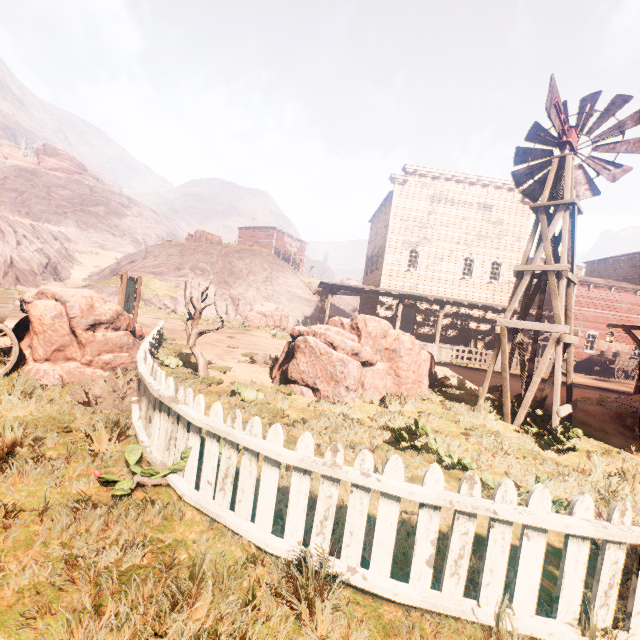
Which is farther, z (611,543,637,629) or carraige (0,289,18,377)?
carraige (0,289,18,377)

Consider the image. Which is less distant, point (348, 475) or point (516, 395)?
point (348, 475)

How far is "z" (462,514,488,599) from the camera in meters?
2.6 m

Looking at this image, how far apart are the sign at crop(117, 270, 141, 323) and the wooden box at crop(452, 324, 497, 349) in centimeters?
1881cm

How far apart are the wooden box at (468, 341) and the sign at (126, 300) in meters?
18.8 m

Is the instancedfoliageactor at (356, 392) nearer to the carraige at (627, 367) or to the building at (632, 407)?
the building at (632, 407)

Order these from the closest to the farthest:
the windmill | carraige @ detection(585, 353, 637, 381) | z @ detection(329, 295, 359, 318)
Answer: the windmill → carraige @ detection(585, 353, 637, 381) → z @ detection(329, 295, 359, 318)

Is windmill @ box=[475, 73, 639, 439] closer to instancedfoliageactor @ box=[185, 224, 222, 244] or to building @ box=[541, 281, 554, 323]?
building @ box=[541, 281, 554, 323]
